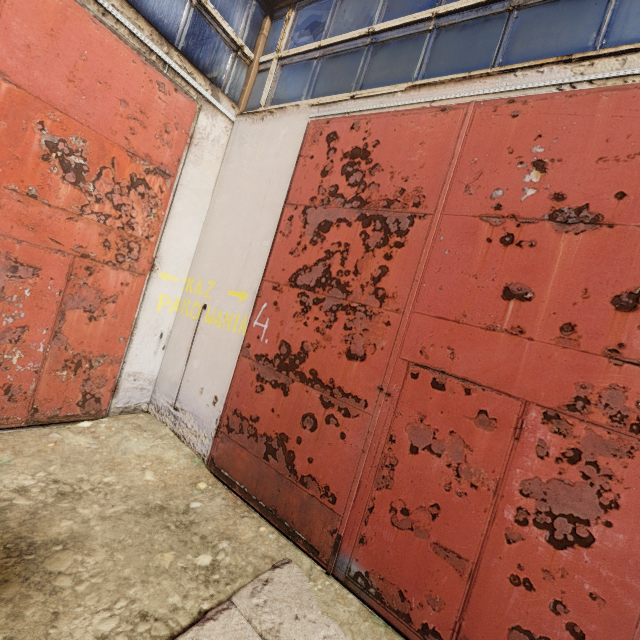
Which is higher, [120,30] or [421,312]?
[120,30]
